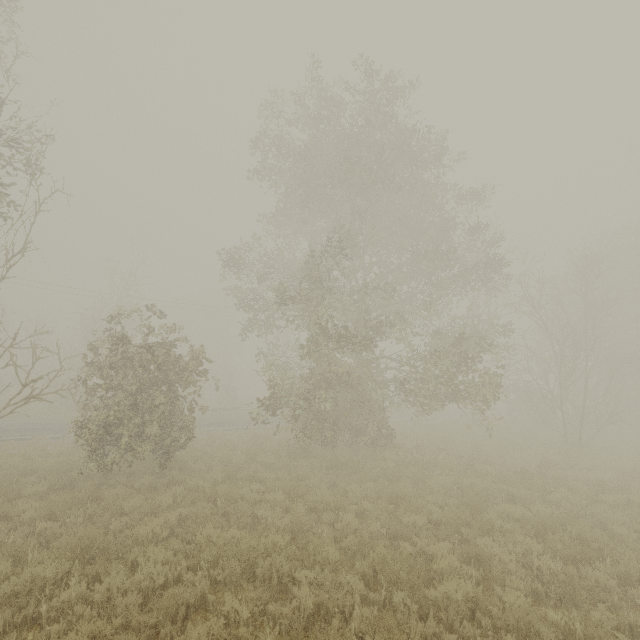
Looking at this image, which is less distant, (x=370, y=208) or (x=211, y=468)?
(x=211, y=468)
